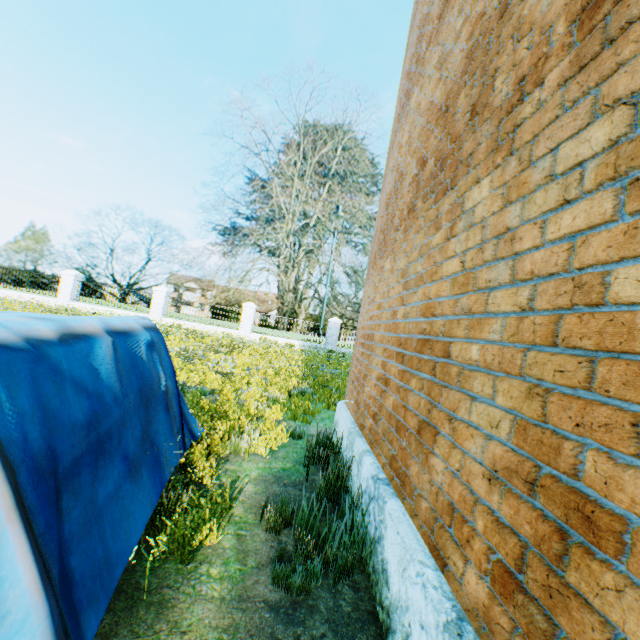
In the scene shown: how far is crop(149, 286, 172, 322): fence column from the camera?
20.0m

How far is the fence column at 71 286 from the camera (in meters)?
19.72

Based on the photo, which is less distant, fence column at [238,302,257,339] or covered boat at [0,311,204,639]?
covered boat at [0,311,204,639]

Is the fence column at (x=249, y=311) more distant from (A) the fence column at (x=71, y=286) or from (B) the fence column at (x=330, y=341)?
(A) the fence column at (x=71, y=286)

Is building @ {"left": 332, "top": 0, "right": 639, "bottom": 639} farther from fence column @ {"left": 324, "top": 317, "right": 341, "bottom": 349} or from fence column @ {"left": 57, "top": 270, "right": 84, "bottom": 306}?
fence column @ {"left": 57, "top": 270, "right": 84, "bottom": 306}

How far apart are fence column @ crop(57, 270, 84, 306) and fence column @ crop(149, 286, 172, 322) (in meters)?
4.72

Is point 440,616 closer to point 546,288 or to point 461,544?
point 461,544

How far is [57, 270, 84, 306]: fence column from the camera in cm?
1972
